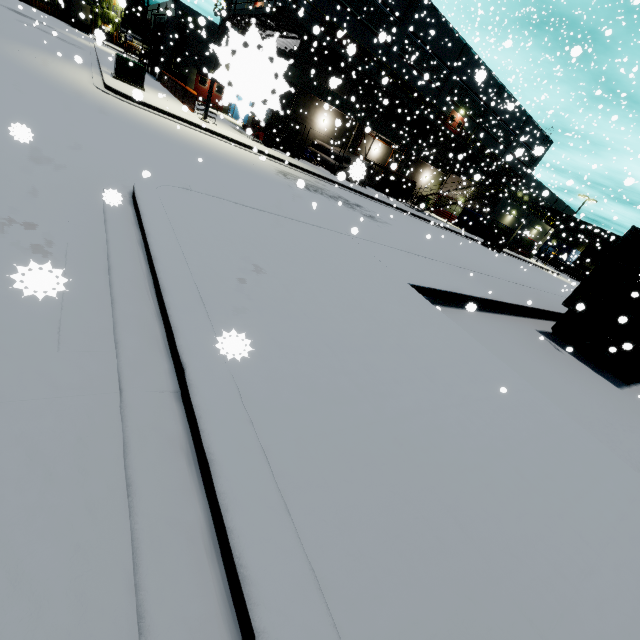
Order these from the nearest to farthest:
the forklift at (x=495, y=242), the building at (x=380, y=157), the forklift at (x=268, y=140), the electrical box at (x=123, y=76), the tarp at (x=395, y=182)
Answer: the electrical box at (x=123, y=76)
the forklift at (x=268, y=140)
the tarp at (x=395, y=182)
the forklift at (x=495, y=242)
the building at (x=380, y=157)

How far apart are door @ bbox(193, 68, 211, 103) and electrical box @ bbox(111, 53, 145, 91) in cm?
1419

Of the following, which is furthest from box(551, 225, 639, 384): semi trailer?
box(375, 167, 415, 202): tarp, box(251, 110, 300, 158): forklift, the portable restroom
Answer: box(251, 110, 300, 158): forklift

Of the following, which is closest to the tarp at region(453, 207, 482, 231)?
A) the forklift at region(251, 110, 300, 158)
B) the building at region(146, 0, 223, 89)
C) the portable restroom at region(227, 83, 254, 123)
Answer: the portable restroom at region(227, 83, 254, 123)

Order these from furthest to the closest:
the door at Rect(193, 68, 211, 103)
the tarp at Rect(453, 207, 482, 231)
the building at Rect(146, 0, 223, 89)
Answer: the tarp at Rect(453, 207, 482, 231)
the door at Rect(193, 68, 211, 103)
the building at Rect(146, 0, 223, 89)

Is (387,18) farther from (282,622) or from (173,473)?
(282,622)

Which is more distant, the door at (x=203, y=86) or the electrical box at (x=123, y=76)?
the door at (x=203, y=86)

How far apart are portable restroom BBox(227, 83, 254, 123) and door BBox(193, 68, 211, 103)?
0.8m
